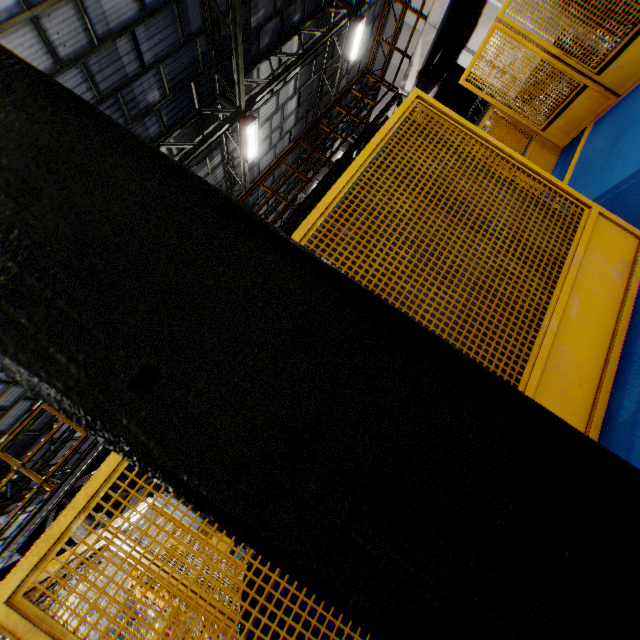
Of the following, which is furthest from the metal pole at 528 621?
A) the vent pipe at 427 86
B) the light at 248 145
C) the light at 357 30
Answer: the light at 357 30

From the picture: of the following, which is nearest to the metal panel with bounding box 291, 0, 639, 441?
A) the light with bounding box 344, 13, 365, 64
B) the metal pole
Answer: the metal pole

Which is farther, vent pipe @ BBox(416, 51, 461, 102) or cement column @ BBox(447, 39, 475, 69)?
cement column @ BBox(447, 39, 475, 69)

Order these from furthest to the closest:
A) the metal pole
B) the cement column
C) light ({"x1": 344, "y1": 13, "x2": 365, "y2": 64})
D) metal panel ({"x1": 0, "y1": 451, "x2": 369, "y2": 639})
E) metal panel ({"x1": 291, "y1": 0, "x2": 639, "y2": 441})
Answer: light ({"x1": 344, "y1": 13, "x2": 365, "y2": 64}), the cement column, metal panel ({"x1": 291, "y1": 0, "x2": 639, "y2": 441}), metal panel ({"x1": 0, "y1": 451, "x2": 369, "y2": 639}), the metal pole

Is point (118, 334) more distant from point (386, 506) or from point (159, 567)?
point (159, 567)

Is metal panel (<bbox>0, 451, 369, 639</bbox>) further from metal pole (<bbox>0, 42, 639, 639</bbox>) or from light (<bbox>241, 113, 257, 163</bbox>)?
light (<bbox>241, 113, 257, 163</bbox>)

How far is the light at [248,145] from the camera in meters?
10.7

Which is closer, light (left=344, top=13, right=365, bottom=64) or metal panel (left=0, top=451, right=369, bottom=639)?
metal panel (left=0, top=451, right=369, bottom=639)
